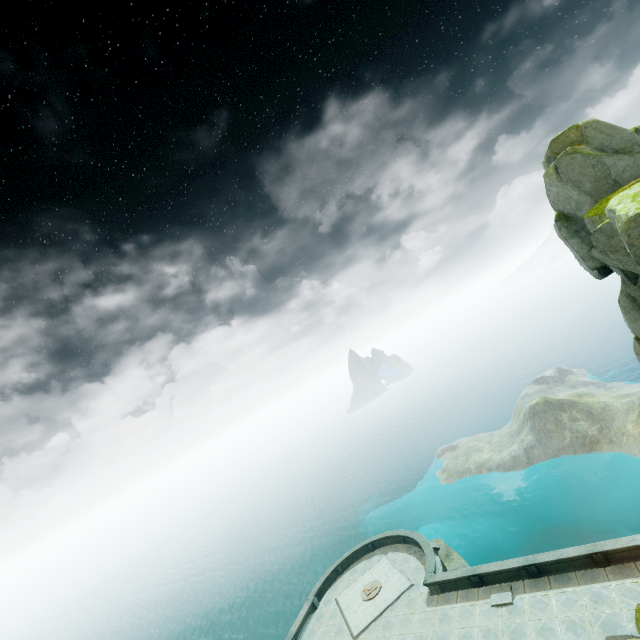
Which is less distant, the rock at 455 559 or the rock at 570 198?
the rock at 570 198

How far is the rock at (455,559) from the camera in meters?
34.5

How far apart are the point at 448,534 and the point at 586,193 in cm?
5030

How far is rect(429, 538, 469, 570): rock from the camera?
34.5 meters

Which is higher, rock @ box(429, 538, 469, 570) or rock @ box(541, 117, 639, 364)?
rock @ box(541, 117, 639, 364)

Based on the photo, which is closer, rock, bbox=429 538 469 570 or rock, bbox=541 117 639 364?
rock, bbox=541 117 639 364
